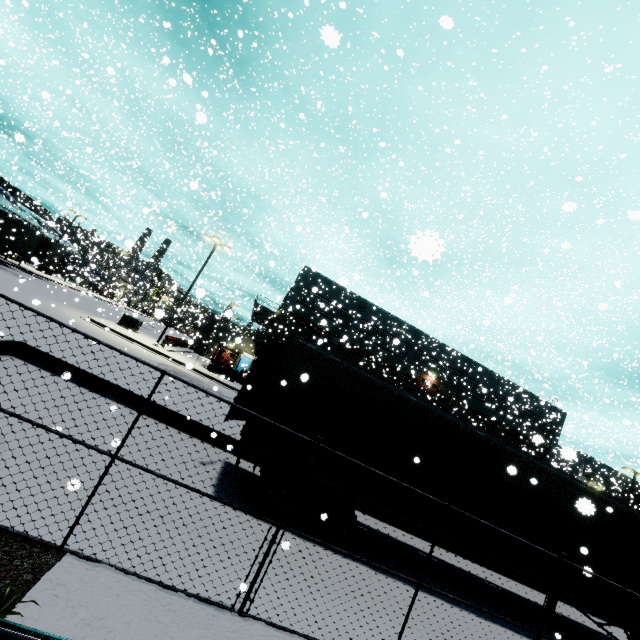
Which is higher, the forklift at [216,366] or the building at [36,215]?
the building at [36,215]

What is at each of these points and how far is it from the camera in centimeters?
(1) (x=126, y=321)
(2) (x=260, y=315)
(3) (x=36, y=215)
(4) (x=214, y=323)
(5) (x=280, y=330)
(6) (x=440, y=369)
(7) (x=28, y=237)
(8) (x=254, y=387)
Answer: (1) electrical box, 2728cm
(2) balcony, 4012cm
(3) building, 5112cm
(4) building, 4284cm
(5) building, 3650cm
(6) building, 4081cm
(7) semi trailer, 3241cm
(8) semi trailer door, 933cm

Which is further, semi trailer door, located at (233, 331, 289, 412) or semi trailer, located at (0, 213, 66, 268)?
semi trailer, located at (0, 213, 66, 268)

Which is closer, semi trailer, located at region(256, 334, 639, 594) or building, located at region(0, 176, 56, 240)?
semi trailer, located at region(256, 334, 639, 594)

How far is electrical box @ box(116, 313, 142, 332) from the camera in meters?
27.2

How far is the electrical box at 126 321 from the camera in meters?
27.2 m

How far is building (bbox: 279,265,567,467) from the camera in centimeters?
3700cm

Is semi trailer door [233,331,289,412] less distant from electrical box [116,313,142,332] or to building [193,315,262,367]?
building [193,315,262,367]
